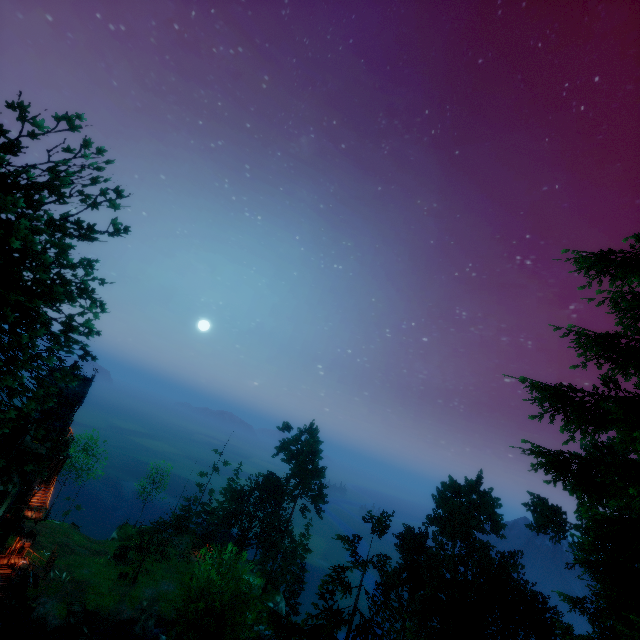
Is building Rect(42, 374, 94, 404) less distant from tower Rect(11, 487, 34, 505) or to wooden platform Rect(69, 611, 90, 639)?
tower Rect(11, 487, 34, 505)

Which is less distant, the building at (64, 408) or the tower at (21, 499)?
the tower at (21, 499)

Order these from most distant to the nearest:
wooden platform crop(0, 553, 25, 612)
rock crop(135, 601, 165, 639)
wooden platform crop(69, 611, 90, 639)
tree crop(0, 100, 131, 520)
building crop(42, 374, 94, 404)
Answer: rock crop(135, 601, 165, 639), building crop(42, 374, 94, 404), wooden platform crop(69, 611, 90, 639), wooden platform crop(0, 553, 25, 612), tree crop(0, 100, 131, 520)

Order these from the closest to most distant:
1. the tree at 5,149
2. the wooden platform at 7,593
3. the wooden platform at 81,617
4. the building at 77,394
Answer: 1. the tree at 5,149
2. the wooden platform at 7,593
3. the wooden platform at 81,617
4. the building at 77,394

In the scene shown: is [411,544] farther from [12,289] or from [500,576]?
[12,289]

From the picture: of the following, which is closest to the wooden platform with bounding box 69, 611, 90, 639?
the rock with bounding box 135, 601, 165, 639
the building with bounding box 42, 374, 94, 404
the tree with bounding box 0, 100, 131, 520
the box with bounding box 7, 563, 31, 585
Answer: the tree with bounding box 0, 100, 131, 520

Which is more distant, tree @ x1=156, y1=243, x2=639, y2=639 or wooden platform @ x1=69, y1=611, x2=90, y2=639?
wooden platform @ x1=69, y1=611, x2=90, y2=639

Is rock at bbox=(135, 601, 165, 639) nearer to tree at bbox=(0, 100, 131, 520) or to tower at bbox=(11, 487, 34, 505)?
tree at bbox=(0, 100, 131, 520)
